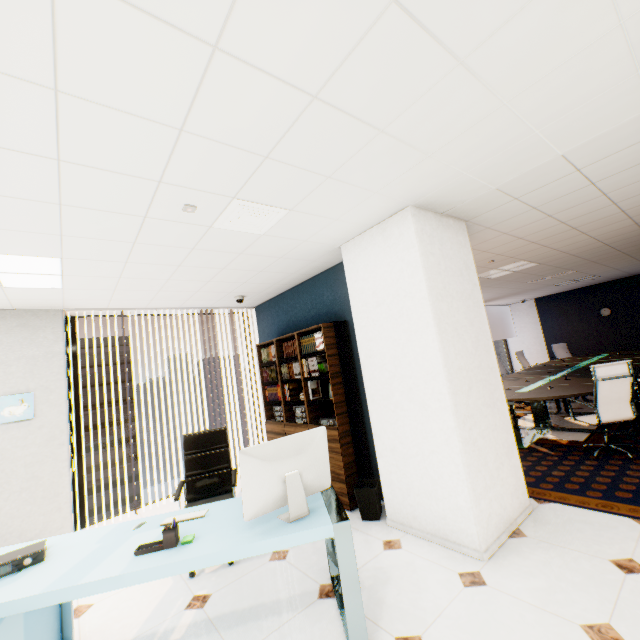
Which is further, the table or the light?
the table

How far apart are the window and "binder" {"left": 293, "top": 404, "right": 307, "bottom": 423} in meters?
2.3 m

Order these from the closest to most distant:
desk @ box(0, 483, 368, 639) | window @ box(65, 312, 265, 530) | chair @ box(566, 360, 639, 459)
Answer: desk @ box(0, 483, 368, 639) → chair @ box(566, 360, 639, 459) → window @ box(65, 312, 265, 530)

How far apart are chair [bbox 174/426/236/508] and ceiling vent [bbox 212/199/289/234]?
2.22m

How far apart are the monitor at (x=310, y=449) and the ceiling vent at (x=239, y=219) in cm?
176

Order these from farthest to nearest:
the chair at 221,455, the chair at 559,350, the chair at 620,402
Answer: the chair at 559,350, the chair at 620,402, the chair at 221,455

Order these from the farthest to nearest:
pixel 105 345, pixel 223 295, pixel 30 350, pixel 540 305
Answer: pixel 105 345
pixel 540 305
pixel 223 295
pixel 30 350

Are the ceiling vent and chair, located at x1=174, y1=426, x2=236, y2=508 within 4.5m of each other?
yes
